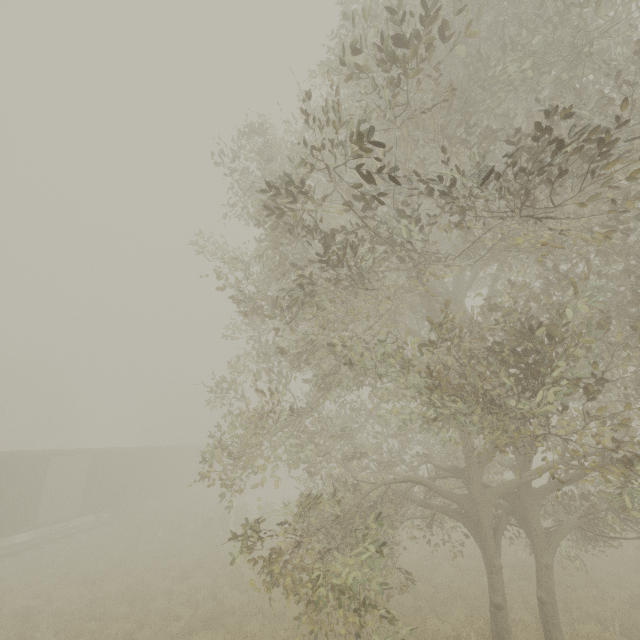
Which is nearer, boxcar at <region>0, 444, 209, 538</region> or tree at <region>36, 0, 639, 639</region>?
tree at <region>36, 0, 639, 639</region>

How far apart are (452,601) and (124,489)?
22.7m

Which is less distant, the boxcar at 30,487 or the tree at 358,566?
the tree at 358,566
